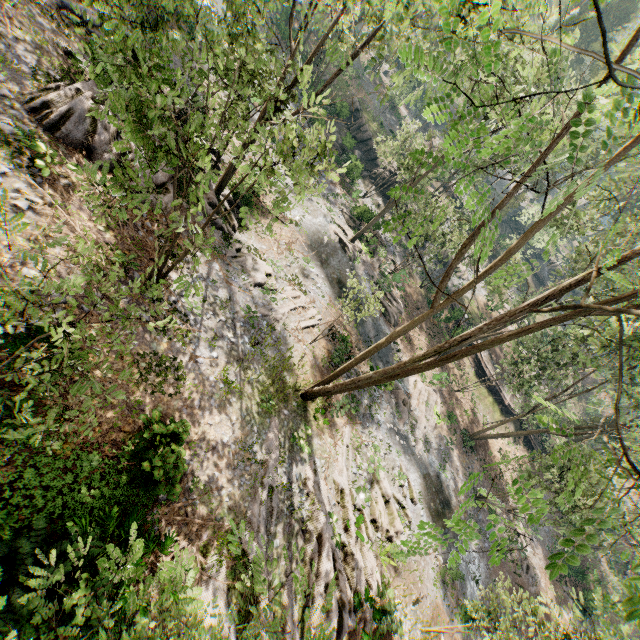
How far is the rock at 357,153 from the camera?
38.08m

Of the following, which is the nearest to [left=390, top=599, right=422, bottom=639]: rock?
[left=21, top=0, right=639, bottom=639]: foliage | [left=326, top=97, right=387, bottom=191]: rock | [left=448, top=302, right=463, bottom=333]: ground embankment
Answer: [left=21, top=0, right=639, bottom=639]: foliage

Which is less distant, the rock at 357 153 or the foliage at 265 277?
the foliage at 265 277

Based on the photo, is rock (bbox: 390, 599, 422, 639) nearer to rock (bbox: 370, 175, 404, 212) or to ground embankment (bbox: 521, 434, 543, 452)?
ground embankment (bbox: 521, 434, 543, 452)

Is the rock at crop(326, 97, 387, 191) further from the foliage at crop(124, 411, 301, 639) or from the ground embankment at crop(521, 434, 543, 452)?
the ground embankment at crop(521, 434, 543, 452)

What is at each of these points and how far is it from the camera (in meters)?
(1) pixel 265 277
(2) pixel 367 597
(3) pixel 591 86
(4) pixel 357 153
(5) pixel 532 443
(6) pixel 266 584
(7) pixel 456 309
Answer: (1) foliage, 19.86
(2) foliage, 13.77
(3) foliage, 3.66
(4) rock, 40.00
(5) ground embankment, 36.69
(6) foliage, 3.91
(7) ground embankment, 37.97

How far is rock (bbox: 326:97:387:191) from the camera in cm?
3808
